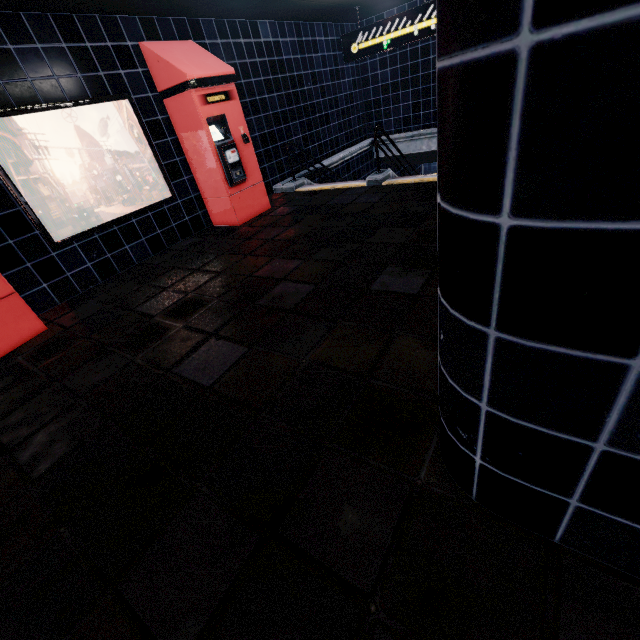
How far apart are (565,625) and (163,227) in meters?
6.0
